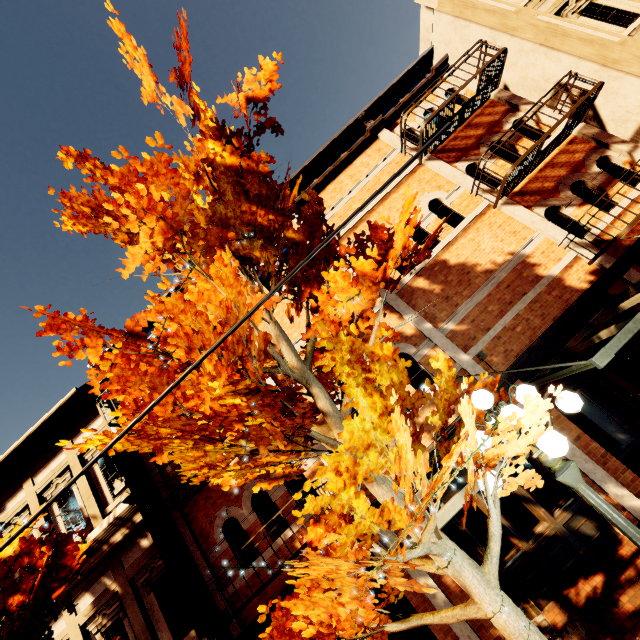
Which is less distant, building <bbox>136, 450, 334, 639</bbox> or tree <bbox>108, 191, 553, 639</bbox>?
tree <bbox>108, 191, 553, 639</bbox>

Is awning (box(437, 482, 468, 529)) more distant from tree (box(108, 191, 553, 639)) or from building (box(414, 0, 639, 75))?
building (box(414, 0, 639, 75))

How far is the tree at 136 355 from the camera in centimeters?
295cm

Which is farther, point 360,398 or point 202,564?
point 202,564

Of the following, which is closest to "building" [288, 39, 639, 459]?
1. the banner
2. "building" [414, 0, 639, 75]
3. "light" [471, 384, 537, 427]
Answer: the banner

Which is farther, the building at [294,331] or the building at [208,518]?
the building at [294,331]

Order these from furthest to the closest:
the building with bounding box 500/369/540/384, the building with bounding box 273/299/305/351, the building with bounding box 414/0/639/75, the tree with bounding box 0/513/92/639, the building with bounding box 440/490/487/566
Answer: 1. the building with bounding box 273/299/305/351
2. the building with bounding box 414/0/639/75
3. the building with bounding box 500/369/540/384
4. the building with bounding box 440/490/487/566
5. the tree with bounding box 0/513/92/639
